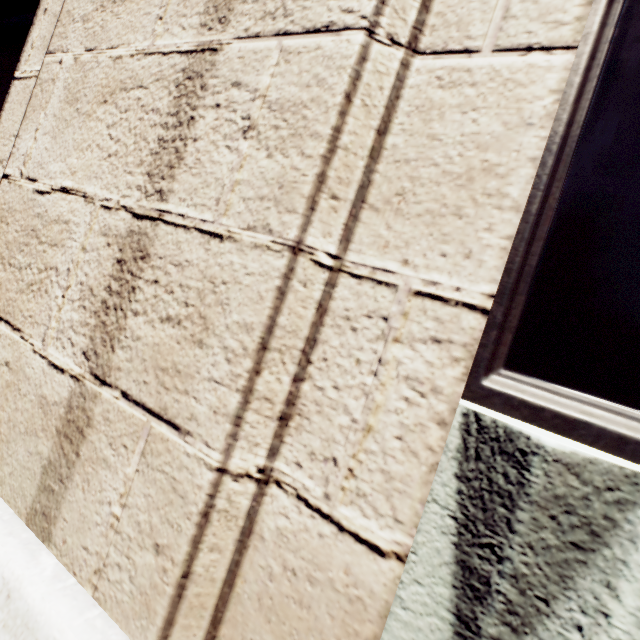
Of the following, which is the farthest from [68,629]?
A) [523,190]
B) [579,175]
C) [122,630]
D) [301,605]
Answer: [579,175]
